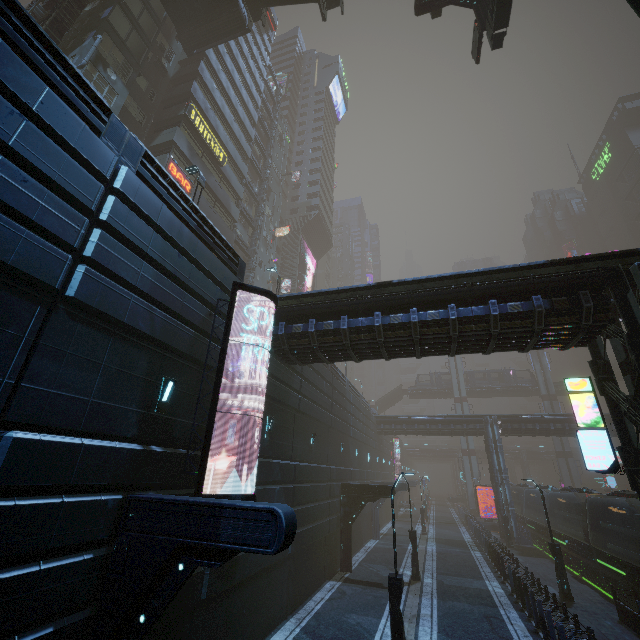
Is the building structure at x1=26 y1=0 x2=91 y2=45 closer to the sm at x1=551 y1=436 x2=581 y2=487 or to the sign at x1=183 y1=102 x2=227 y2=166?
the sign at x1=183 y1=102 x2=227 y2=166

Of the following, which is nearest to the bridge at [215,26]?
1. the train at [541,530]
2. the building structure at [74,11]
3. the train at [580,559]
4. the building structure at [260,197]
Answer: the building structure at [74,11]

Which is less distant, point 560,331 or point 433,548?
point 560,331

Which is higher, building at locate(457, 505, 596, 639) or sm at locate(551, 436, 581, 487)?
sm at locate(551, 436, 581, 487)

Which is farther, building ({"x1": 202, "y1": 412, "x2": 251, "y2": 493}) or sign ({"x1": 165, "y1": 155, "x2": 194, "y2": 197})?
sign ({"x1": 165, "y1": 155, "x2": 194, "y2": 197})

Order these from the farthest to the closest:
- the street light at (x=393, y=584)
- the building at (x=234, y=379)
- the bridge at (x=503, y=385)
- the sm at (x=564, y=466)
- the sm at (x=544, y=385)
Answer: the bridge at (x=503, y=385) → the sm at (x=544, y=385) → the sm at (x=564, y=466) → the building at (x=234, y=379) → the street light at (x=393, y=584)

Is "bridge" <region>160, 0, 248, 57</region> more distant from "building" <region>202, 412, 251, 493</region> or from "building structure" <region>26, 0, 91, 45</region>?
"building structure" <region>26, 0, 91, 45</region>

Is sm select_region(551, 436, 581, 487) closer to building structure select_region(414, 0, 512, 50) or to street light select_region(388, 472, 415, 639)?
Result: street light select_region(388, 472, 415, 639)
